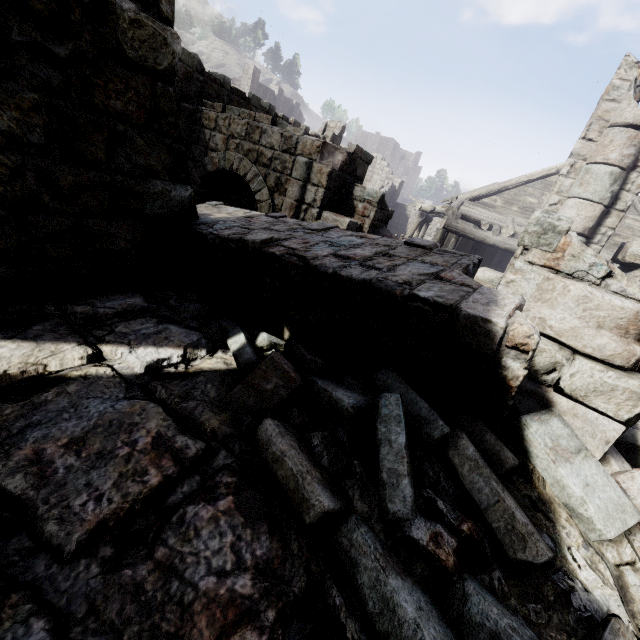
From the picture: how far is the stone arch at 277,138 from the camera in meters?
8.0

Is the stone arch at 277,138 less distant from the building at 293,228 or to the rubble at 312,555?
the building at 293,228

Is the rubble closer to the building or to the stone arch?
the building

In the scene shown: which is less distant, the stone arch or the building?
the building

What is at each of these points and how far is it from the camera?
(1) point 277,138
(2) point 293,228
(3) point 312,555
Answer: (1) stone arch, 8.30m
(2) building, 4.00m
(3) rubble, 1.66m

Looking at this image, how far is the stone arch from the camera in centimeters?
798cm

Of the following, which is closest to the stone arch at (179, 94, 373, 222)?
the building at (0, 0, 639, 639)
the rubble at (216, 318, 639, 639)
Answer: the building at (0, 0, 639, 639)
